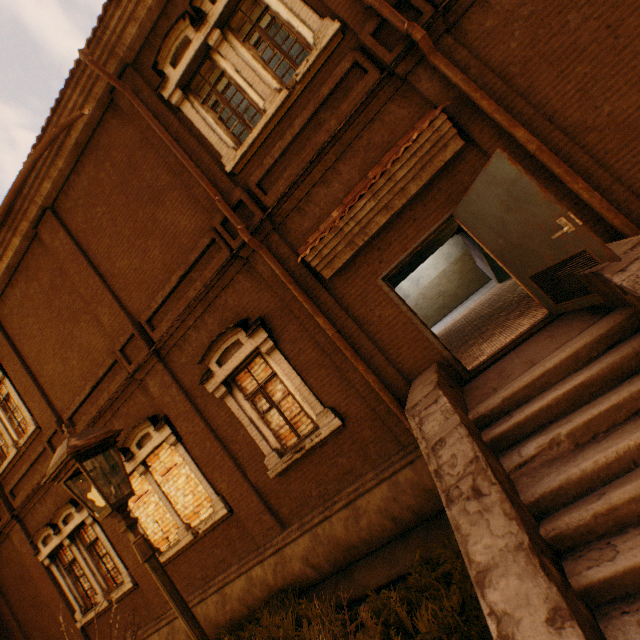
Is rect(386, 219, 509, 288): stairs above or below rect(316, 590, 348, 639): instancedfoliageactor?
above

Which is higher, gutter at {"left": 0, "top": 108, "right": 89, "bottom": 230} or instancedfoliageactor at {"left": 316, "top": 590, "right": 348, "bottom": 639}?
gutter at {"left": 0, "top": 108, "right": 89, "bottom": 230}

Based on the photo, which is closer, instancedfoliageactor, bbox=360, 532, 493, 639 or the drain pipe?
instancedfoliageactor, bbox=360, 532, 493, 639

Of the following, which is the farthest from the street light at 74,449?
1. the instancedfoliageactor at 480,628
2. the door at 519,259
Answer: the door at 519,259

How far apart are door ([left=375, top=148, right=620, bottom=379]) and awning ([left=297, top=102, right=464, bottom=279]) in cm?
52

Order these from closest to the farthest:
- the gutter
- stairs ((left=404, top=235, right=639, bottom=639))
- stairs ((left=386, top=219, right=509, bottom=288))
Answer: stairs ((left=404, top=235, right=639, bottom=639)), the gutter, stairs ((left=386, top=219, right=509, bottom=288))

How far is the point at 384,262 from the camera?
5.50m

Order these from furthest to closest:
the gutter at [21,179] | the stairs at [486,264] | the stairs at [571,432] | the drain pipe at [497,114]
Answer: the stairs at [486,264] → the gutter at [21,179] → the drain pipe at [497,114] → the stairs at [571,432]
